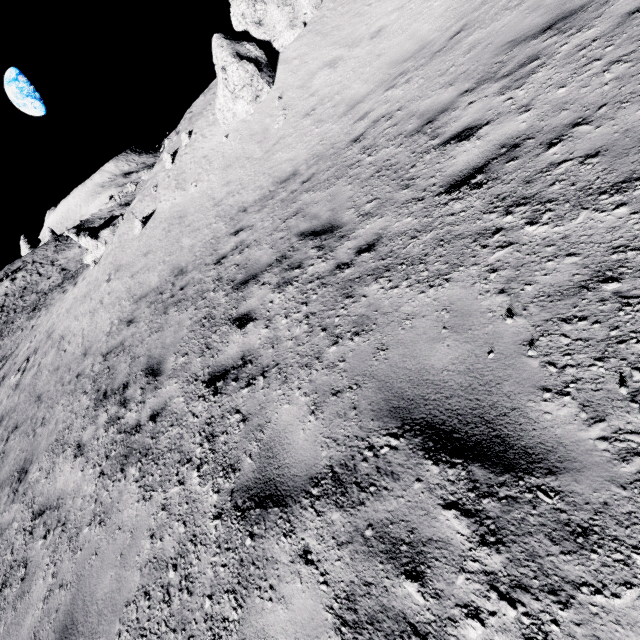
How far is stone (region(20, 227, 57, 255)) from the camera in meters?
50.4

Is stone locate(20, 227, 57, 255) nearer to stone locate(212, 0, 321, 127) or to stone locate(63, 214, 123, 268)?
stone locate(63, 214, 123, 268)

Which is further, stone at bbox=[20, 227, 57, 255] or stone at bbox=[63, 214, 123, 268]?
stone at bbox=[20, 227, 57, 255]

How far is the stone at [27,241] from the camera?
50.38m

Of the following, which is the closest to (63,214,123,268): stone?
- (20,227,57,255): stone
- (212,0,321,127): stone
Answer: (212,0,321,127): stone

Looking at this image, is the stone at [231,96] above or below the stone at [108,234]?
above

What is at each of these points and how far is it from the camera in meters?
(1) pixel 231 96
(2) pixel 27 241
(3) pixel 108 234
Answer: (1) stone, 12.6 m
(2) stone, 51.4 m
(3) stone, 23.1 m
